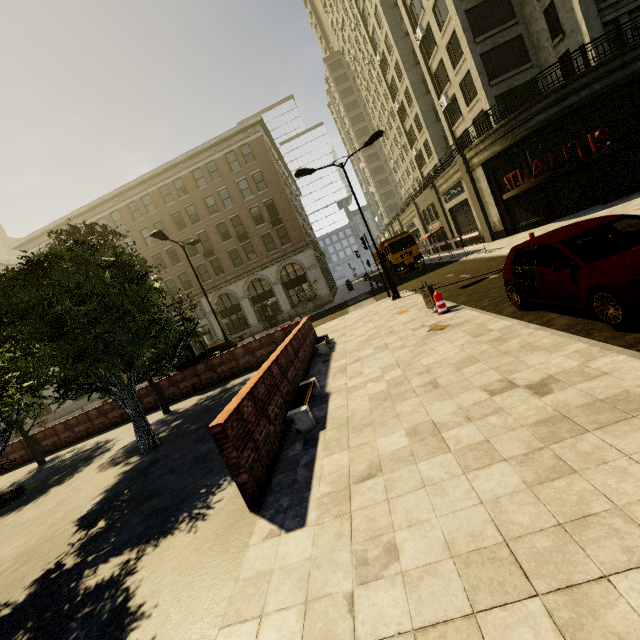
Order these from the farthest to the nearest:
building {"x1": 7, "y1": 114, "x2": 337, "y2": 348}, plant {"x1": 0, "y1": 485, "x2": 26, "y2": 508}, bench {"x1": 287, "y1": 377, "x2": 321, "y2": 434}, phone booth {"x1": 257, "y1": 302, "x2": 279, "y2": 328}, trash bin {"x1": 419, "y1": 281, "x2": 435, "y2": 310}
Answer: phone booth {"x1": 257, "y1": 302, "x2": 279, "y2": 328}
building {"x1": 7, "y1": 114, "x2": 337, "y2": 348}
trash bin {"x1": 419, "y1": 281, "x2": 435, "y2": 310}
plant {"x1": 0, "y1": 485, "x2": 26, "y2": 508}
bench {"x1": 287, "y1": 377, "x2": 321, "y2": 434}

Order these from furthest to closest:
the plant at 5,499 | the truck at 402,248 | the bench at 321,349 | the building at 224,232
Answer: the building at 224,232
the truck at 402,248
the bench at 321,349
the plant at 5,499

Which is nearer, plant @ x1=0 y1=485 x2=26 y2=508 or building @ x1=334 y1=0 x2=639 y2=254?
plant @ x1=0 y1=485 x2=26 y2=508

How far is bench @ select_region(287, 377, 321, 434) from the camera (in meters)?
5.80

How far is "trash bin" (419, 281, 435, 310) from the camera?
10.3 meters

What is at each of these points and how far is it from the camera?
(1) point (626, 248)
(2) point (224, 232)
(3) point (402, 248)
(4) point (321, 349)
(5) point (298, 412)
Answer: (1) car, 4.9 meters
(2) building, 34.4 meters
(3) truck, 25.3 meters
(4) bench, 11.3 meters
(5) bench, 5.8 meters

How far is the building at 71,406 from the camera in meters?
38.8 m

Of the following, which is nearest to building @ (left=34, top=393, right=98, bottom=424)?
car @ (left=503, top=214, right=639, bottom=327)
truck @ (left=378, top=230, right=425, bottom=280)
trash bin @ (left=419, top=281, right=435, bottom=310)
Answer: truck @ (left=378, top=230, right=425, bottom=280)
